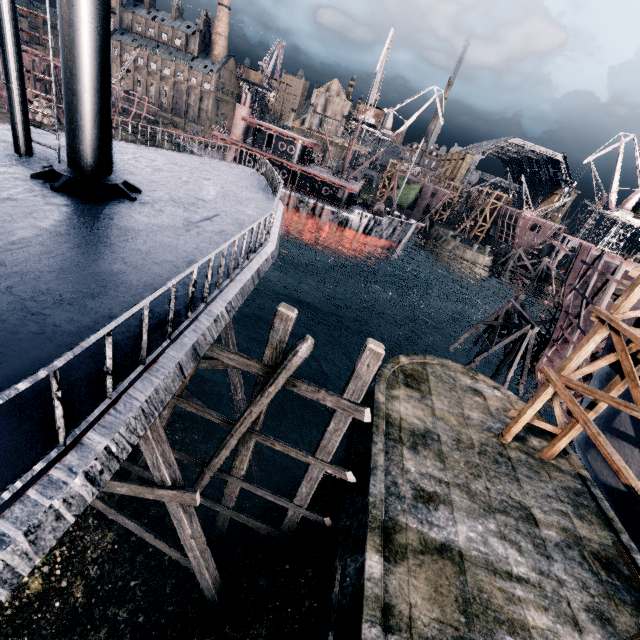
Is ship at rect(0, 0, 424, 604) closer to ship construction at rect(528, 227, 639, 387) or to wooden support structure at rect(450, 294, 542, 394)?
ship construction at rect(528, 227, 639, 387)

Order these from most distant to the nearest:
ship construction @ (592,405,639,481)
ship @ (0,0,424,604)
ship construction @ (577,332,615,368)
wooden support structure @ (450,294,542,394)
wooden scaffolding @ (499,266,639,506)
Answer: wooden support structure @ (450,294,542,394), ship construction @ (577,332,615,368), ship construction @ (592,405,639,481), wooden scaffolding @ (499,266,639,506), ship @ (0,0,424,604)

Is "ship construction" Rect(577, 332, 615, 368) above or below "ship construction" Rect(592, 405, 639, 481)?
above

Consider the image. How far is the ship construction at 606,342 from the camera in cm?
1692

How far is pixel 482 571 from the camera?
10.0 meters

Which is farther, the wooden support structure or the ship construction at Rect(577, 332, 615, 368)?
the wooden support structure

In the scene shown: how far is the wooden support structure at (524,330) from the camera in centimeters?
2670cm
